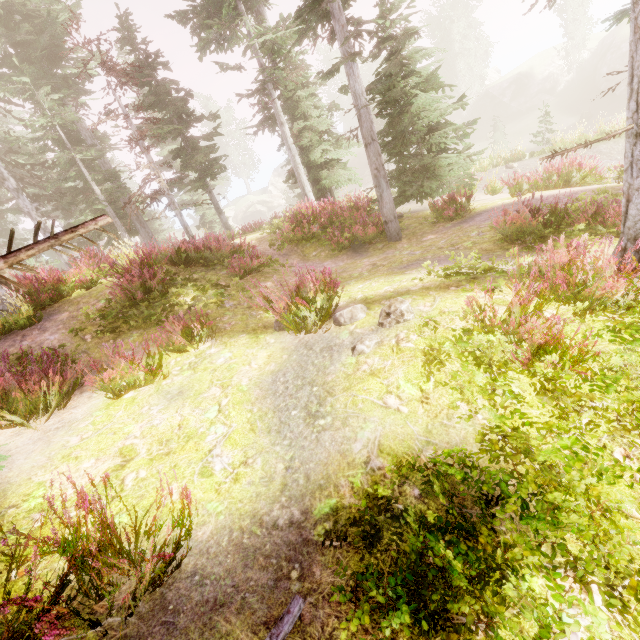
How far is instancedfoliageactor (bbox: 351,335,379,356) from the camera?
4.20m

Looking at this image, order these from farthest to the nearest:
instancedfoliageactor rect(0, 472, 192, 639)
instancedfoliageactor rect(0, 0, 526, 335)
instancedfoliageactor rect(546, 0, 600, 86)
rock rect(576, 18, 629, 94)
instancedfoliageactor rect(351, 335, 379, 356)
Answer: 1. instancedfoliageactor rect(546, 0, 600, 86)
2. rock rect(576, 18, 629, 94)
3. instancedfoliageactor rect(0, 0, 526, 335)
4. instancedfoliageactor rect(351, 335, 379, 356)
5. instancedfoliageactor rect(0, 472, 192, 639)

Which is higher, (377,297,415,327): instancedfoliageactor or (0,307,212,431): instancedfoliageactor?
(0,307,212,431): instancedfoliageactor

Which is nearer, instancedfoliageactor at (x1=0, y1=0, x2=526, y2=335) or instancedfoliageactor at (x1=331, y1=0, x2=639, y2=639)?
instancedfoliageactor at (x1=331, y1=0, x2=639, y2=639)

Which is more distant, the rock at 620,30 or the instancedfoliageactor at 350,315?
the rock at 620,30

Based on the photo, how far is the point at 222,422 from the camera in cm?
393

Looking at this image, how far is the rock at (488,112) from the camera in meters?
42.8 m
